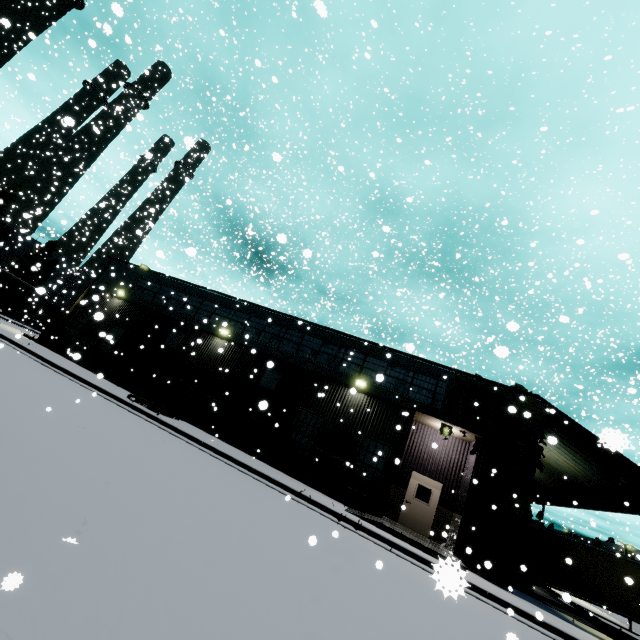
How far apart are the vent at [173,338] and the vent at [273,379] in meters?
6.3 m

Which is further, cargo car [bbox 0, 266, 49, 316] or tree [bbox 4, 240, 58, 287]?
tree [bbox 4, 240, 58, 287]

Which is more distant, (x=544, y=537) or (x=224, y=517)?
(x=544, y=537)

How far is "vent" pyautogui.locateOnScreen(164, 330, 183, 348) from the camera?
20.3m

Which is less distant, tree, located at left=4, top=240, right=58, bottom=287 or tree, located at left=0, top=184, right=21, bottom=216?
tree, located at left=0, top=184, right=21, bottom=216

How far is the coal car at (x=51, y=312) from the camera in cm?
4702

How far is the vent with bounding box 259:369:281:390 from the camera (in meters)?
17.77

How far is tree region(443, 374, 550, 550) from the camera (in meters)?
12.91
